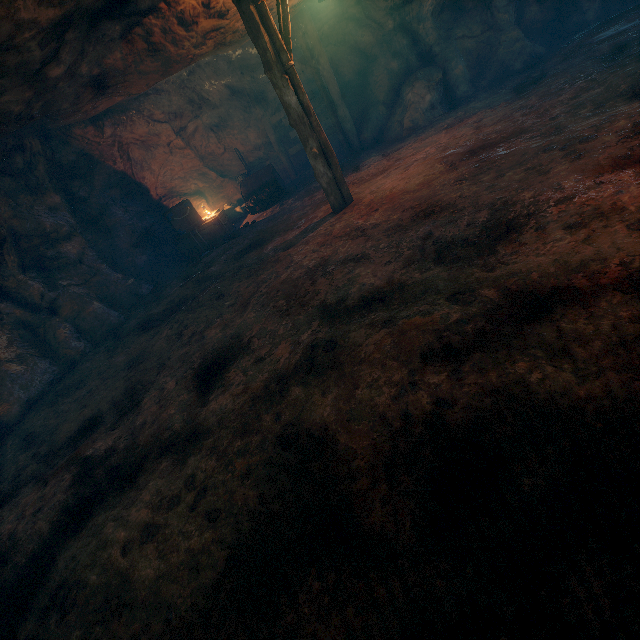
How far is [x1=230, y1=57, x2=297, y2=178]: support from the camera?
12.04m

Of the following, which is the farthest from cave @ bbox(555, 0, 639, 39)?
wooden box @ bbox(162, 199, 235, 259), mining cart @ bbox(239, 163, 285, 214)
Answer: wooden box @ bbox(162, 199, 235, 259)

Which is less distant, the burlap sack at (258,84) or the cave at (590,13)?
the cave at (590,13)

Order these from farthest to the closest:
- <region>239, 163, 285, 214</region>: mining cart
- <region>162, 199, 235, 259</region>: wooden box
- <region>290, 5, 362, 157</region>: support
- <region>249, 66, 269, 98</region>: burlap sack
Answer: <region>249, 66, 269, 98</region>: burlap sack
<region>239, 163, 285, 214</region>: mining cart
<region>162, 199, 235, 259</region>: wooden box
<region>290, 5, 362, 157</region>: support

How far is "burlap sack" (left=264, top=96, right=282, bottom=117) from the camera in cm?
1348

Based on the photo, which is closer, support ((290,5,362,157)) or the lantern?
the lantern

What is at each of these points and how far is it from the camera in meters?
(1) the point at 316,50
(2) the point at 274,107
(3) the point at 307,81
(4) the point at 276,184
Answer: (1) support, 10.4 m
(2) burlap sack, 13.6 m
(3) burlap sack, 13.1 m
(4) mining cart, 12.1 m

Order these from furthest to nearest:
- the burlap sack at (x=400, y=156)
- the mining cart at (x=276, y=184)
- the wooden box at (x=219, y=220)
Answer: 1. the mining cart at (x=276, y=184)
2. the wooden box at (x=219, y=220)
3. the burlap sack at (x=400, y=156)
